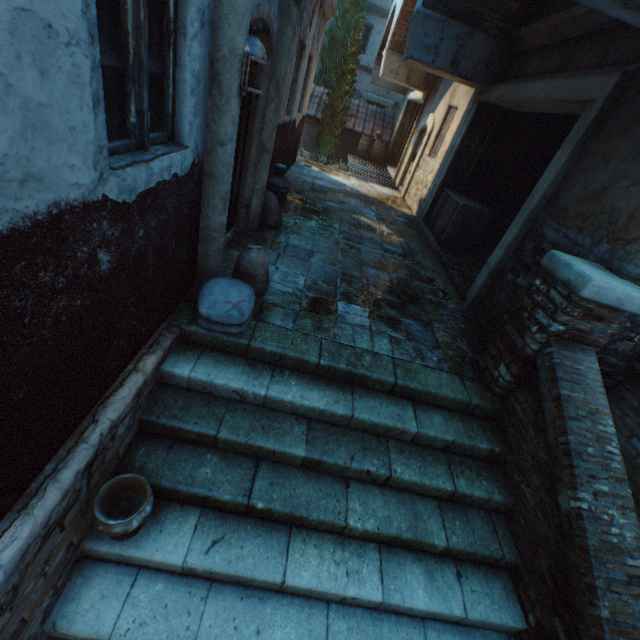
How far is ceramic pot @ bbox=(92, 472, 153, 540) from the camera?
2.1 meters

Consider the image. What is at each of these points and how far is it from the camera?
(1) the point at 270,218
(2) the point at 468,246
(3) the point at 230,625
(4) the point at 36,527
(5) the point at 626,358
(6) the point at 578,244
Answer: (1) burlap sack, 5.5m
(2) wooden crate, 7.3m
(3) stairs, 2.3m
(4) building, 1.7m
(5) building, 3.5m
(6) building, 3.5m

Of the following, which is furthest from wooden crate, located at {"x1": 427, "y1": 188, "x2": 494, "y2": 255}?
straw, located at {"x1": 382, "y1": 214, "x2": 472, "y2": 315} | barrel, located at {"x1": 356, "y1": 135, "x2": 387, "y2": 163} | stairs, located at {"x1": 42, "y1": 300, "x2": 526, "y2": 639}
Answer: barrel, located at {"x1": 356, "y1": 135, "x2": 387, "y2": 163}

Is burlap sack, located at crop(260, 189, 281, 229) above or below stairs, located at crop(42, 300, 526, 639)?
above

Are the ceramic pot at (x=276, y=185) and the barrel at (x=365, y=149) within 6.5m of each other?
no

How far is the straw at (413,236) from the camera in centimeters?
546cm

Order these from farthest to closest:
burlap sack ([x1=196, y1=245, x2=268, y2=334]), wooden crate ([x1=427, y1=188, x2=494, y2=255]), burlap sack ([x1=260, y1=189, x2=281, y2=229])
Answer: wooden crate ([x1=427, y1=188, x2=494, y2=255]) < burlap sack ([x1=260, y1=189, x2=281, y2=229]) < burlap sack ([x1=196, y1=245, x2=268, y2=334])

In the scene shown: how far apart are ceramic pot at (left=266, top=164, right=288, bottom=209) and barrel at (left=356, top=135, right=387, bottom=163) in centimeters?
1219cm
